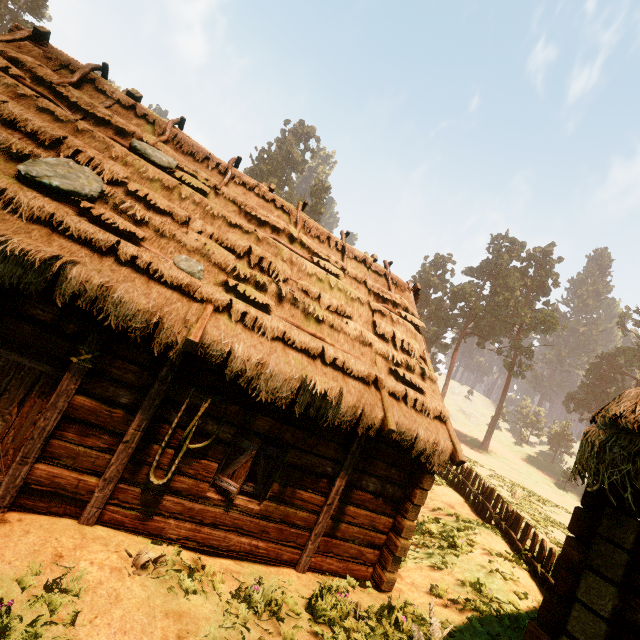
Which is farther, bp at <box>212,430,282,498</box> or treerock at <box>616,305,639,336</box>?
treerock at <box>616,305,639,336</box>

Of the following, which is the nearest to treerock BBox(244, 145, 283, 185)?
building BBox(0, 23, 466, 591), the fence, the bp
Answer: building BBox(0, 23, 466, 591)

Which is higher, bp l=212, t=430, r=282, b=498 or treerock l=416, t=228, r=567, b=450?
treerock l=416, t=228, r=567, b=450

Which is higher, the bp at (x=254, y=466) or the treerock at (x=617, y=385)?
the treerock at (x=617, y=385)

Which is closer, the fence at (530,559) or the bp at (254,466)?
the bp at (254,466)

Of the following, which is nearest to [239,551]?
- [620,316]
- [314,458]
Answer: [314,458]

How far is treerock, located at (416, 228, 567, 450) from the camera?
50.5 meters

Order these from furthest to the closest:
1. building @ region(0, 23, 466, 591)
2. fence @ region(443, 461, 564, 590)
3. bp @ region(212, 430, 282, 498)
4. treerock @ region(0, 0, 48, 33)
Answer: treerock @ region(0, 0, 48, 33)
fence @ region(443, 461, 564, 590)
bp @ region(212, 430, 282, 498)
building @ region(0, 23, 466, 591)
